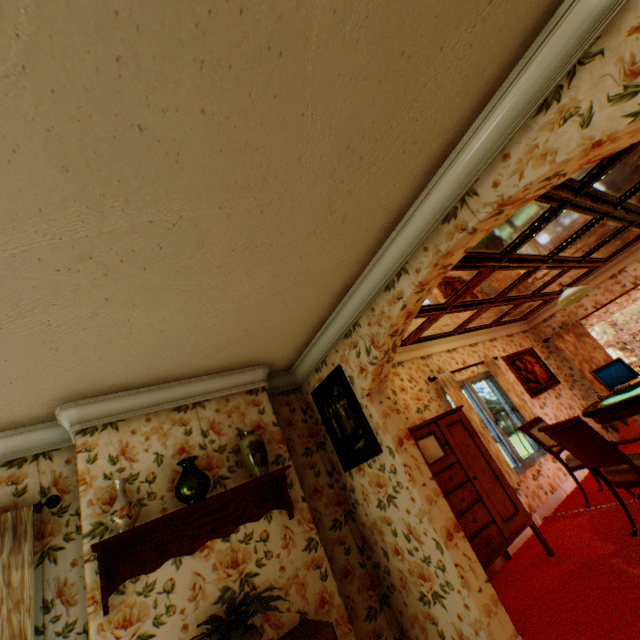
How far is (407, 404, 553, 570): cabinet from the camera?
3.44m

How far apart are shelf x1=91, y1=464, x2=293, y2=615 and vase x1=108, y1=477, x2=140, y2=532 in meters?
0.1

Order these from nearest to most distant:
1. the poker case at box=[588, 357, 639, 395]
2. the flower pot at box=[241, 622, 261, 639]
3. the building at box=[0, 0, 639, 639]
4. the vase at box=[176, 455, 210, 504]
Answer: the building at box=[0, 0, 639, 639] < the flower pot at box=[241, 622, 261, 639] < the vase at box=[176, 455, 210, 504] < the poker case at box=[588, 357, 639, 395]

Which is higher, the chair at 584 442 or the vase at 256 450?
the vase at 256 450

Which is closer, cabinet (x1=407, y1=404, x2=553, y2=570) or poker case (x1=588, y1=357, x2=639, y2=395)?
cabinet (x1=407, y1=404, x2=553, y2=570)

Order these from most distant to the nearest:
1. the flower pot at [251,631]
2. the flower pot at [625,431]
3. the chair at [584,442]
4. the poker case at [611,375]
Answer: the flower pot at [625,431] < the poker case at [611,375] < the chair at [584,442] < the flower pot at [251,631]

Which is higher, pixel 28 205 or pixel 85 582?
pixel 28 205

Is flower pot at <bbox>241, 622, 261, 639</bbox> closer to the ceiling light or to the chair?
the chair
